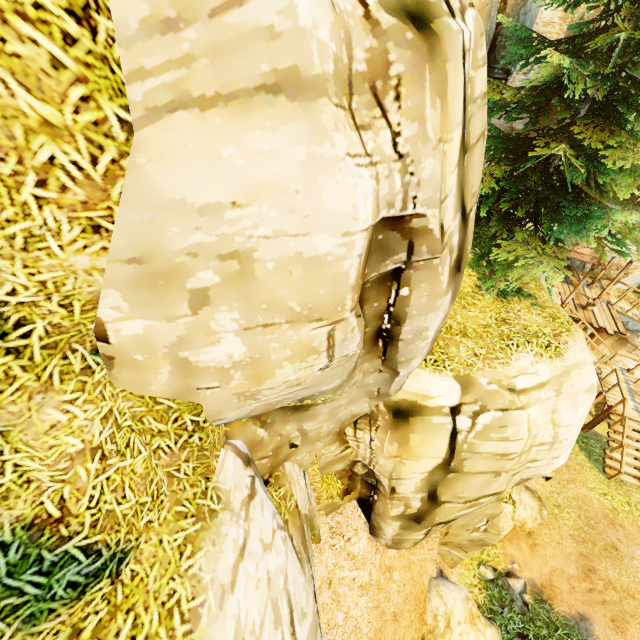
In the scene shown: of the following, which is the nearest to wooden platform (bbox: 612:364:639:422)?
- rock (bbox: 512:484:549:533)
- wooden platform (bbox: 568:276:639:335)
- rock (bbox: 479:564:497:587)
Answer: wooden platform (bbox: 568:276:639:335)

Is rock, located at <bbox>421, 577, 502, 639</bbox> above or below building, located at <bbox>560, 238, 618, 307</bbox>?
below

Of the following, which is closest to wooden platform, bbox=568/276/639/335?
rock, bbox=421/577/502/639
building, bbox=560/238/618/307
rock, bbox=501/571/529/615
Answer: building, bbox=560/238/618/307

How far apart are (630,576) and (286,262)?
15.0m

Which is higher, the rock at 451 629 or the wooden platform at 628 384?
the rock at 451 629

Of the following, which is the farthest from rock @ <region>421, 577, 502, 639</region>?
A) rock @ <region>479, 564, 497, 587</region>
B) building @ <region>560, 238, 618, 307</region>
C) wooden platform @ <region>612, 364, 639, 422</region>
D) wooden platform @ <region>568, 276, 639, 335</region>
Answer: building @ <region>560, 238, 618, 307</region>

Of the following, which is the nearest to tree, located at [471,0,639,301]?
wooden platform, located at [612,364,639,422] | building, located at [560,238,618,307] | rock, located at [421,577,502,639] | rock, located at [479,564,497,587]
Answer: rock, located at [421,577,502,639]

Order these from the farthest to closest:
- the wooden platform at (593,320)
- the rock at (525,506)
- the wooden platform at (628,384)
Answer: the wooden platform at (593,320) < the wooden platform at (628,384) < the rock at (525,506)
